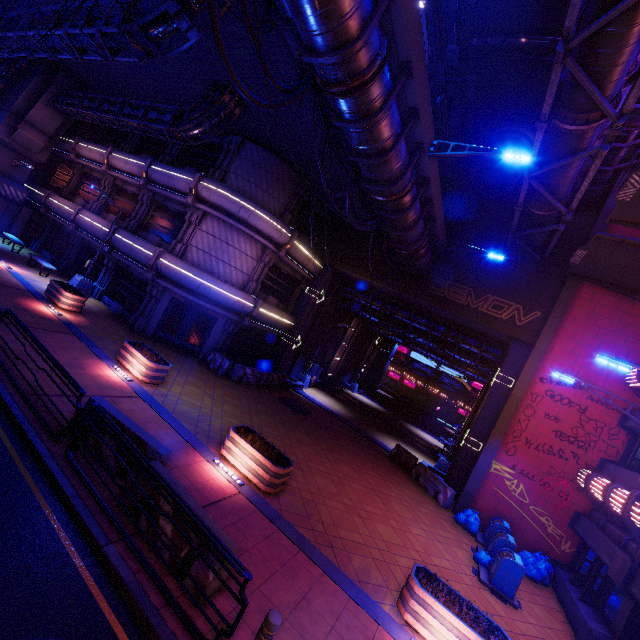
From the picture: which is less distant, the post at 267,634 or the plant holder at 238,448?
the post at 267,634

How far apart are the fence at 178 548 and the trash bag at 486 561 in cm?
990

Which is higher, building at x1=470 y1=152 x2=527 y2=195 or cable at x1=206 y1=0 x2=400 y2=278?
building at x1=470 y1=152 x2=527 y2=195

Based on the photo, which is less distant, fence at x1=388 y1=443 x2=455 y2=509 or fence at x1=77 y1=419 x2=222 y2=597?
fence at x1=77 y1=419 x2=222 y2=597

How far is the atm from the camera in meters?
26.6

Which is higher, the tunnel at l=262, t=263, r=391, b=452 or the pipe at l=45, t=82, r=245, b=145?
the pipe at l=45, t=82, r=245, b=145

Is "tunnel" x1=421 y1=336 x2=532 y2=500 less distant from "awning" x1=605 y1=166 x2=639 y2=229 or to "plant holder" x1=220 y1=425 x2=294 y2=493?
"awning" x1=605 y1=166 x2=639 y2=229

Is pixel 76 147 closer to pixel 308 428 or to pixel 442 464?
pixel 308 428
